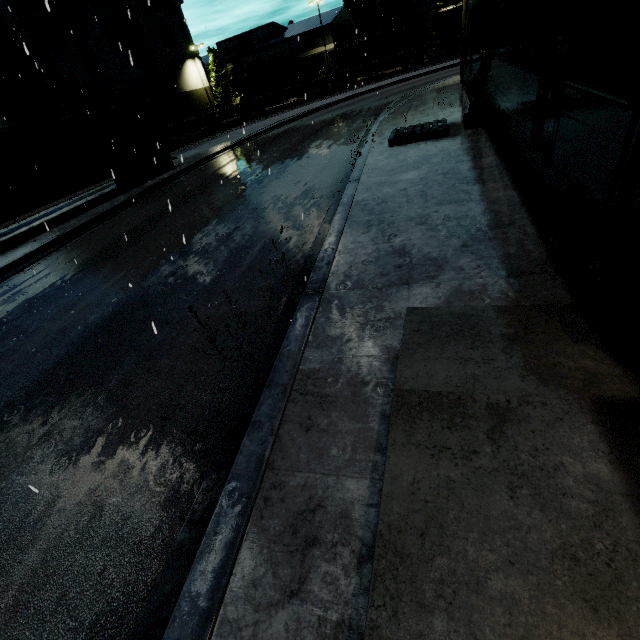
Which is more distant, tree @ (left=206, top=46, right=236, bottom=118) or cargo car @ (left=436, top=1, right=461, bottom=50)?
tree @ (left=206, top=46, right=236, bottom=118)

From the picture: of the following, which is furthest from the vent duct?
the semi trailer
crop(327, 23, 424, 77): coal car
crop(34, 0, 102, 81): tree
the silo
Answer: the silo

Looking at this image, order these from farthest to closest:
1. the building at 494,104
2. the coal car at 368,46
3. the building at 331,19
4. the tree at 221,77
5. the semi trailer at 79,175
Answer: the tree at 221,77, the building at 331,19, the coal car at 368,46, the semi trailer at 79,175, the building at 494,104

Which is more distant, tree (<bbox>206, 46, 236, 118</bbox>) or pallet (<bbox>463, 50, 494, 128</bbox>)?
tree (<bbox>206, 46, 236, 118</bbox>)

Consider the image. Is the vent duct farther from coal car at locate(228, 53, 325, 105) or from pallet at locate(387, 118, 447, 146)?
pallet at locate(387, 118, 447, 146)

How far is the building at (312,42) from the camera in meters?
48.1

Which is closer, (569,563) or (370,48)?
(569,563)

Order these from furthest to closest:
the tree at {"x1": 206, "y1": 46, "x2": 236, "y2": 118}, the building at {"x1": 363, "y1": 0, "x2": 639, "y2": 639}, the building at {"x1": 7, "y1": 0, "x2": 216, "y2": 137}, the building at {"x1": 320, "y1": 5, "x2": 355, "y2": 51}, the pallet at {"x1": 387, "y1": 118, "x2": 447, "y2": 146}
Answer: the tree at {"x1": 206, "y1": 46, "x2": 236, "y2": 118} → the building at {"x1": 320, "y1": 5, "x2": 355, "y2": 51} → the building at {"x1": 7, "y1": 0, "x2": 216, "y2": 137} → the pallet at {"x1": 387, "y1": 118, "x2": 447, "y2": 146} → the building at {"x1": 363, "y1": 0, "x2": 639, "y2": 639}
